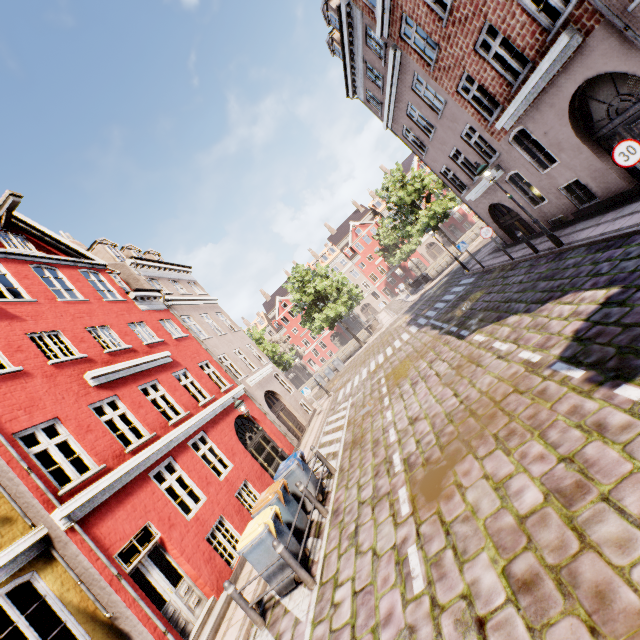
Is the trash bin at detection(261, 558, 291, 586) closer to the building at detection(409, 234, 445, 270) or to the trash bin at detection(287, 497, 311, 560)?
the trash bin at detection(287, 497, 311, 560)

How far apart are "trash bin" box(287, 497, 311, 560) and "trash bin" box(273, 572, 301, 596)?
0.4 meters

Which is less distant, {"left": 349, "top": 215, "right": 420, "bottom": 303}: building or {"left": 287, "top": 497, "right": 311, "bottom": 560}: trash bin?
{"left": 287, "top": 497, "right": 311, "bottom": 560}: trash bin

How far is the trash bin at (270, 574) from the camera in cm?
638

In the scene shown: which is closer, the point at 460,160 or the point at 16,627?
the point at 16,627

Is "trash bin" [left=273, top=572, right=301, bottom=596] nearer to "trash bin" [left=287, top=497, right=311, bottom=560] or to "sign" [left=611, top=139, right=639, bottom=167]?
"trash bin" [left=287, top=497, right=311, bottom=560]

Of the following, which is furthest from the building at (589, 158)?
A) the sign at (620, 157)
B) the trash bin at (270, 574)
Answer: the trash bin at (270, 574)
